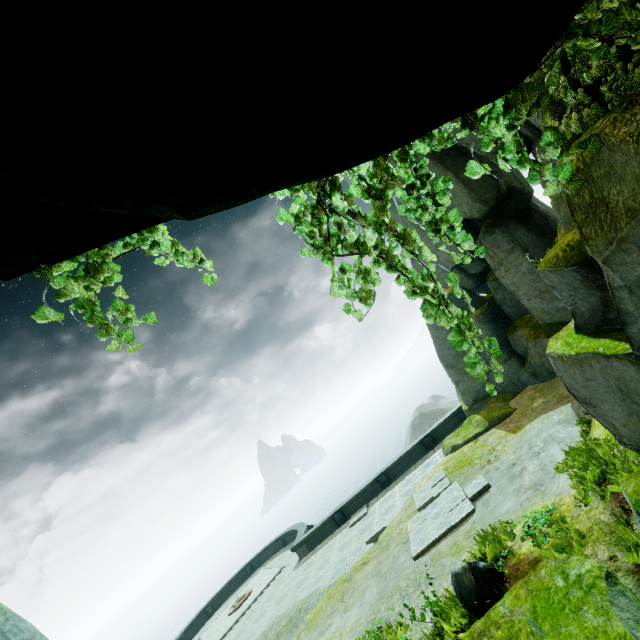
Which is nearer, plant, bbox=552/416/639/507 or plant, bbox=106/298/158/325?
plant, bbox=106/298/158/325

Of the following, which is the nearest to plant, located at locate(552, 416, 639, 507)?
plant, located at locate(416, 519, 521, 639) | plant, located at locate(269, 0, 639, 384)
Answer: plant, located at locate(416, 519, 521, 639)

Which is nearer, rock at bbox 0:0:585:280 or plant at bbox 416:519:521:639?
rock at bbox 0:0:585:280

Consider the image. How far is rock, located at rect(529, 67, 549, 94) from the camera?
4.5m

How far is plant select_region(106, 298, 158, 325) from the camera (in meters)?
2.58

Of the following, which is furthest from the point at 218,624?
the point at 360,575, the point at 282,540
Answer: the point at 360,575

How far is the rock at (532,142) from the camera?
4.5m

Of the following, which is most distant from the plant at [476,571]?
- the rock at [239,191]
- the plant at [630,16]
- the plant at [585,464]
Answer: the plant at [630,16]
